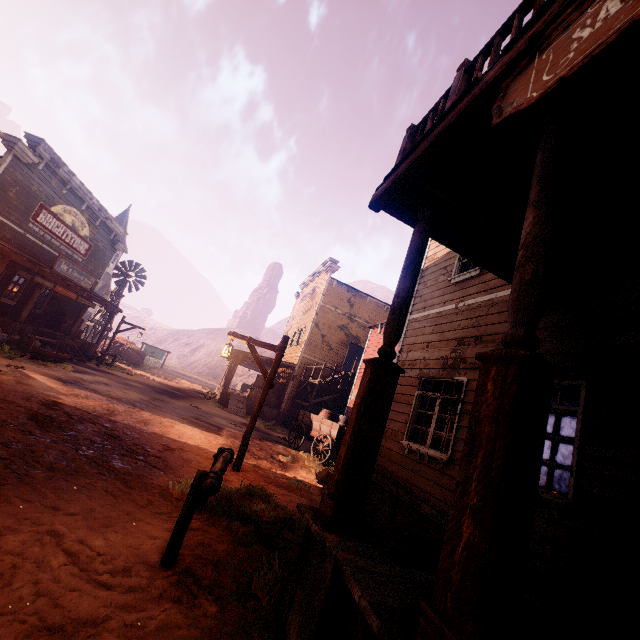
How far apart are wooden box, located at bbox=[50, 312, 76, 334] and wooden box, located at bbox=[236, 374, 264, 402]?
11.5m

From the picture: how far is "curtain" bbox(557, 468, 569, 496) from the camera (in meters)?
3.97

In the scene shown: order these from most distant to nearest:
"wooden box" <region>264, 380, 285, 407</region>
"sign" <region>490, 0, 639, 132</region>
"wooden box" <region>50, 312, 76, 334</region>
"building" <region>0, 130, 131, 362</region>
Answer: "wooden box" <region>264, 380, 285, 407</region>
"wooden box" <region>50, 312, 76, 334</region>
"building" <region>0, 130, 131, 362</region>
"sign" <region>490, 0, 639, 132</region>

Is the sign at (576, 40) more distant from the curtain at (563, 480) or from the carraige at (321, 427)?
the carraige at (321, 427)

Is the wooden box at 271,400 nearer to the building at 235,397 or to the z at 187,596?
the building at 235,397

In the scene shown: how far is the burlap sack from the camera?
14.2 meters

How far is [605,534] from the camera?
3.3 meters

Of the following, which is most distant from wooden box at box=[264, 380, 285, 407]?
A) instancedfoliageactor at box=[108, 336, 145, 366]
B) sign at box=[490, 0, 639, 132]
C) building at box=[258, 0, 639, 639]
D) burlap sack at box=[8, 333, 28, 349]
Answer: sign at box=[490, 0, 639, 132]
